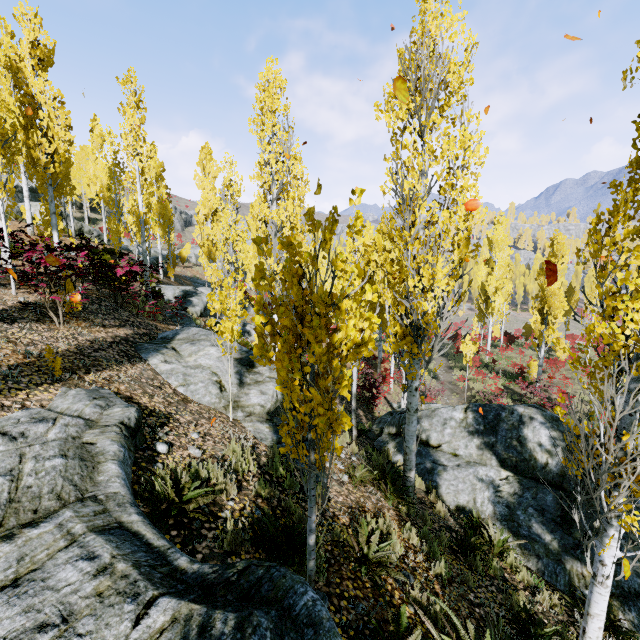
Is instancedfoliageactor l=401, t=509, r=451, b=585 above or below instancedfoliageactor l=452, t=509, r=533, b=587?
above

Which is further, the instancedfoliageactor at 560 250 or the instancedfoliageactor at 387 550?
the instancedfoliageactor at 560 250

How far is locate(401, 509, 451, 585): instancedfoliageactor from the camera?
4.8m

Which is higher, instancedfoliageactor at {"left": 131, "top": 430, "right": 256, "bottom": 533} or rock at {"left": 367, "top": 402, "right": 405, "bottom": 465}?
instancedfoliageactor at {"left": 131, "top": 430, "right": 256, "bottom": 533}

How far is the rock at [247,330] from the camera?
19.4 meters

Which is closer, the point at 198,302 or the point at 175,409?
the point at 175,409

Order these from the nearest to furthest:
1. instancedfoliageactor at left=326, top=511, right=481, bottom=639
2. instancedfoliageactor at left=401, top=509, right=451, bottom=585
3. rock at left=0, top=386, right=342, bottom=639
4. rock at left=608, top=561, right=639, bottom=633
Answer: rock at left=0, top=386, right=342, bottom=639 < instancedfoliageactor at left=326, top=511, right=481, bottom=639 < instancedfoliageactor at left=401, top=509, right=451, bottom=585 < rock at left=608, top=561, right=639, bottom=633

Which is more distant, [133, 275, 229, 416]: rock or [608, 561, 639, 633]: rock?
[133, 275, 229, 416]: rock
